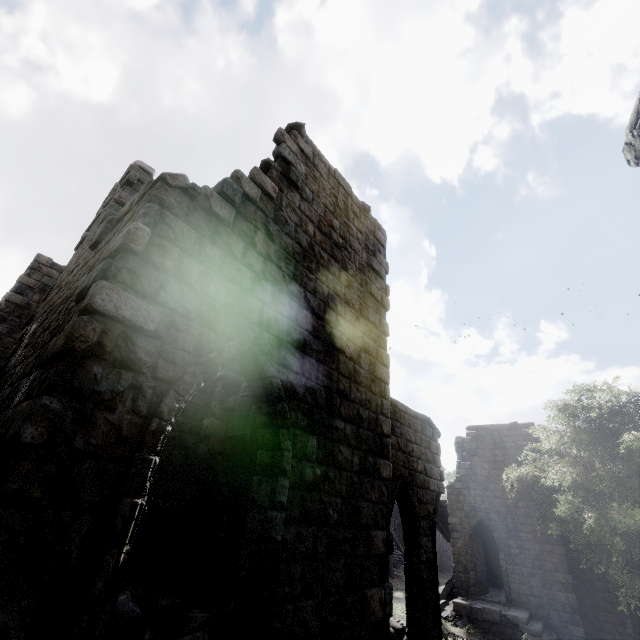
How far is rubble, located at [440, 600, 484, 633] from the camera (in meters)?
15.90

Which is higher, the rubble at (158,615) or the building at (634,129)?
the building at (634,129)

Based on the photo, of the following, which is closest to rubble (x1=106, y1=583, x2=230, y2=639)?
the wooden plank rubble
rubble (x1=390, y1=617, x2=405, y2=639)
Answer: rubble (x1=390, y1=617, x2=405, y2=639)

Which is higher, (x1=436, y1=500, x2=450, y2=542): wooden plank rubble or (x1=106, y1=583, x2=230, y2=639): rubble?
(x1=436, y1=500, x2=450, y2=542): wooden plank rubble

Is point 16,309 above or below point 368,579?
above

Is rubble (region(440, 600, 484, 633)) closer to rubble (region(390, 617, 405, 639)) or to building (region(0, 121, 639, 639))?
building (region(0, 121, 639, 639))

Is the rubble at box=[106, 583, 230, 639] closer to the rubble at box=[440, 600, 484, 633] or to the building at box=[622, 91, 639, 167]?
the building at box=[622, 91, 639, 167]

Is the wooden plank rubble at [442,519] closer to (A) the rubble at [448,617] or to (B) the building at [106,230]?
(B) the building at [106,230]
